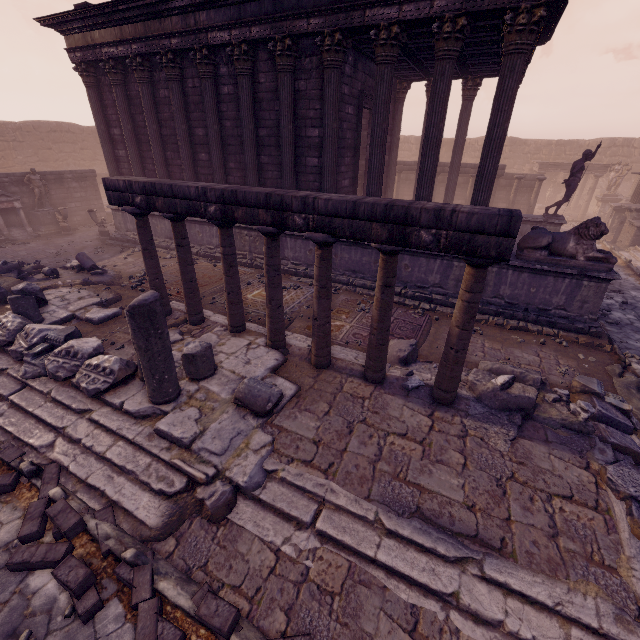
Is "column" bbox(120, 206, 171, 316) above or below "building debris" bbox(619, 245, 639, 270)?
above

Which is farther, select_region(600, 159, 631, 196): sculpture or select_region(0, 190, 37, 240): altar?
select_region(600, 159, 631, 196): sculpture

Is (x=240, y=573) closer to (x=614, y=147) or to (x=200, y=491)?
(x=200, y=491)

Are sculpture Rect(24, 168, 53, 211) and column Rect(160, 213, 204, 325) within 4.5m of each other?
no

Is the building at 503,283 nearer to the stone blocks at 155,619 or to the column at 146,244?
the column at 146,244

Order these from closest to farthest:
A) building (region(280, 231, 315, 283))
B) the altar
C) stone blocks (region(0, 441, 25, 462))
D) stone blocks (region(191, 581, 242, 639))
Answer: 1. stone blocks (region(191, 581, 242, 639))
2. stone blocks (region(0, 441, 25, 462))
3. building (region(280, 231, 315, 283))
4. the altar

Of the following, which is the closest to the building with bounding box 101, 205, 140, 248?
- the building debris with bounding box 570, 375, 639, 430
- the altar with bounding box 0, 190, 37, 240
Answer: the building debris with bounding box 570, 375, 639, 430

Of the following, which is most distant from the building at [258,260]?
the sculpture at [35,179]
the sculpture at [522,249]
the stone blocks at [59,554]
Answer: the stone blocks at [59,554]
